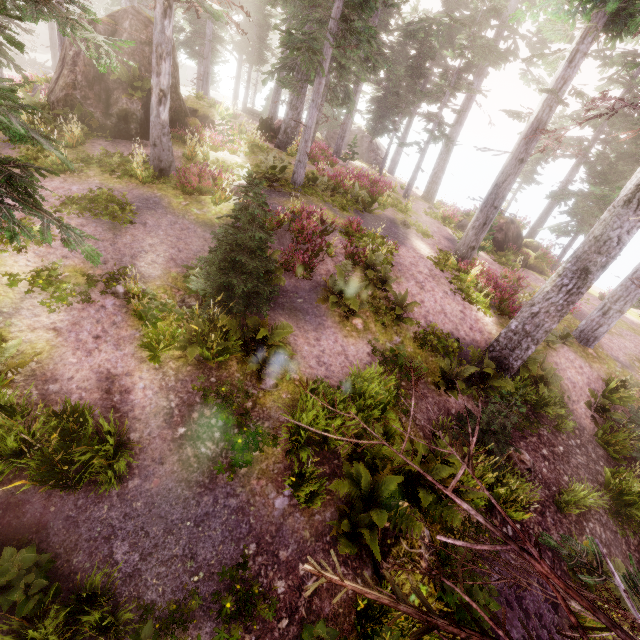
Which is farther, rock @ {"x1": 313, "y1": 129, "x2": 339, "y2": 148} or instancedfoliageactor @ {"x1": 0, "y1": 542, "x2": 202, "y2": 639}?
rock @ {"x1": 313, "y1": 129, "x2": 339, "y2": 148}

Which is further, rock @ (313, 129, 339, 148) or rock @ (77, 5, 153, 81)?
rock @ (313, 129, 339, 148)

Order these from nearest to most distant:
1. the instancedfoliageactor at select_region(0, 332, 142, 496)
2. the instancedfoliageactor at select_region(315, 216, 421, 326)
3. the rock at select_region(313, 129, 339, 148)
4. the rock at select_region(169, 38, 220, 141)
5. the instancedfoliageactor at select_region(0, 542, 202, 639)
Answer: the instancedfoliageactor at select_region(0, 542, 202, 639) < the instancedfoliageactor at select_region(0, 332, 142, 496) < the instancedfoliageactor at select_region(315, 216, 421, 326) < the rock at select_region(169, 38, 220, 141) < the rock at select_region(313, 129, 339, 148)

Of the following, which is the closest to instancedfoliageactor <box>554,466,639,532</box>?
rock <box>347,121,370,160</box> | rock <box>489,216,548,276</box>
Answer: rock <box>347,121,370,160</box>

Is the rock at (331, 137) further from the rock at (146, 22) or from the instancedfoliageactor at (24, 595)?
the rock at (146, 22)

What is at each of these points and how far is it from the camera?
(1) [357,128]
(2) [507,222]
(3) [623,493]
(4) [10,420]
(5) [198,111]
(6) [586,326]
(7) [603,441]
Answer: (1) rock, 38.03m
(2) rock, 21.62m
(3) instancedfoliageactor, 9.05m
(4) instancedfoliageactor, 5.61m
(5) rock, 17.20m
(6) instancedfoliageactor, 13.92m
(7) instancedfoliageactor, 10.97m

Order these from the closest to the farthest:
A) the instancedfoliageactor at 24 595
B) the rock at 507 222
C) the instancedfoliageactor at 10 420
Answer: the instancedfoliageactor at 24 595
the instancedfoliageactor at 10 420
the rock at 507 222

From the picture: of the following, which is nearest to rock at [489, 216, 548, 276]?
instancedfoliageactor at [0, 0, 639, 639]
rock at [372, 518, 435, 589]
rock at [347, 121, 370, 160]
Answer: instancedfoliageactor at [0, 0, 639, 639]
